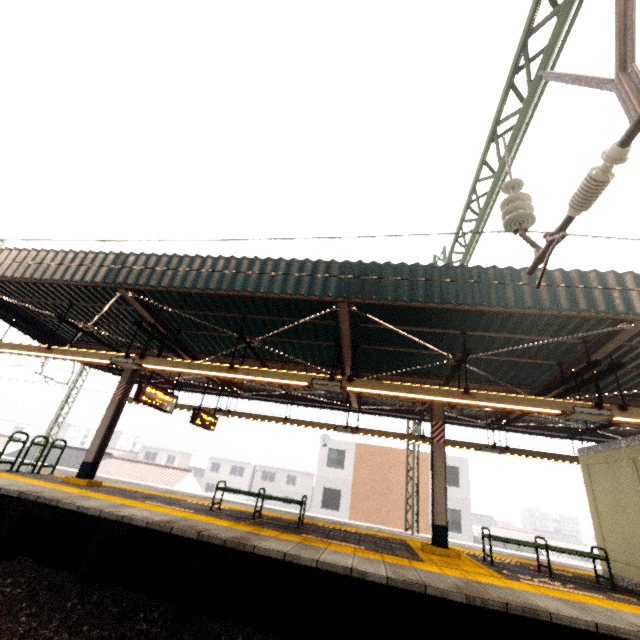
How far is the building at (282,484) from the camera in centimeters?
4916cm

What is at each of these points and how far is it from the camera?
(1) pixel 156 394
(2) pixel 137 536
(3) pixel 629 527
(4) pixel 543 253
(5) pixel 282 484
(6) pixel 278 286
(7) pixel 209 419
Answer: (1) sign, 8.5 meters
(2) platform underside, 5.6 meters
(3) elevator, 7.1 meters
(4) power line, 4.2 meters
(5) building, 49.7 meters
(6) awning structure, 6.0 meters
(7) sign, 11.3 meters

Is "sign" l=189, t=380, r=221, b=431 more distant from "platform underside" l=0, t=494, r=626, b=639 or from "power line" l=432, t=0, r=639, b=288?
"power line" l=432, t=0, r=639, b=288

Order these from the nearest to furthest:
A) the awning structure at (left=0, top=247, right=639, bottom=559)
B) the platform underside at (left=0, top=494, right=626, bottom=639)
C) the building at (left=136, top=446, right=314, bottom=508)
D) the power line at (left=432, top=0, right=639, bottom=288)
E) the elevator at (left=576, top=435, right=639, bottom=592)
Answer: the power line at (left=432, top=0, right=639, bottom=288), the platform underside at (left=0, top=494, right=626, bottom=639), the awning structure at (left=0, top=247, right=639, bottom=559), the elevator at (left=576, top=435, right=639, bottom=592), the building at (left=136, top=446, right=314, bottom=508)

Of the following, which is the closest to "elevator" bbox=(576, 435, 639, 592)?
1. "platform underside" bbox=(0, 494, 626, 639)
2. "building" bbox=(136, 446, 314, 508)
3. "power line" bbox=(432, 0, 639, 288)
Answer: "platform underside" bbox=(0, 494, 626, 639)

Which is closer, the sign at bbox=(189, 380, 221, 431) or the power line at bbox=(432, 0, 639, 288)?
the power line at bbox=(432, 0, 639, 288)

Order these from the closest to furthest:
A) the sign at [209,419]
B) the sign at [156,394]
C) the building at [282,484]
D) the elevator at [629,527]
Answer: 1. the elevator at [629,527]
2. the sign at [156,394]
3. the sign at [209,419]
4. the building at [282,484]

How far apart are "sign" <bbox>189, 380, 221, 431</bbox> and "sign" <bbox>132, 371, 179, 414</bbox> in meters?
1.3
